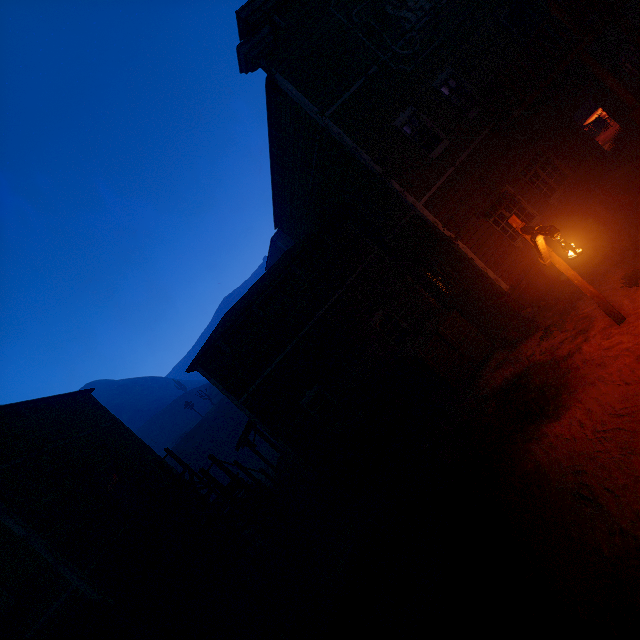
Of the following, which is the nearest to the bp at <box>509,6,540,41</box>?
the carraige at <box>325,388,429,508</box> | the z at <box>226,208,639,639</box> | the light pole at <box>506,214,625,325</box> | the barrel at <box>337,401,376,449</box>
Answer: the z at <box>226,208,639,639</box>

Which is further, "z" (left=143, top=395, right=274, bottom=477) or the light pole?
"z" (left=143, top=395, right=274, bottom=477)

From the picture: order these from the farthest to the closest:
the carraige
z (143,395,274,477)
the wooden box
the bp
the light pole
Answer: z (143,395,274,477) → the bp → the wooden box → the carraige → the light pole

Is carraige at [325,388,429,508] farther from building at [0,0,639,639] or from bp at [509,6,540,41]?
bp at [509,6,540,41]

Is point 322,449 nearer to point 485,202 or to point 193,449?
point 485,202

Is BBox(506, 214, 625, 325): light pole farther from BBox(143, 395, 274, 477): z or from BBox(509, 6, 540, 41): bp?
BBox(509, 6, 540, 41): bp

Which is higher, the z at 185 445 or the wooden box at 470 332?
the z at 185 445

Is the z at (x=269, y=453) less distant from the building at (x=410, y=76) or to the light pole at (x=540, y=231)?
the building at (x=410, y=76)
